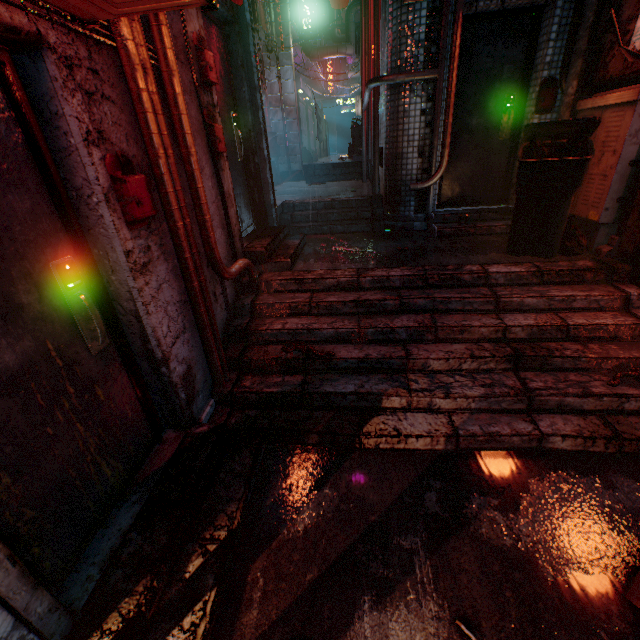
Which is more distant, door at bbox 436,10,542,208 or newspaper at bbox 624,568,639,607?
door at bbox 436,10,542,208

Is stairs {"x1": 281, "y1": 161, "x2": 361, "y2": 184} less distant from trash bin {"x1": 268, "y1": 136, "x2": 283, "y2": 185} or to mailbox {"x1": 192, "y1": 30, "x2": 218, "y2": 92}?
trash bin {"x1": 268, "y1": 136, "x2": 283, "y2": 185}

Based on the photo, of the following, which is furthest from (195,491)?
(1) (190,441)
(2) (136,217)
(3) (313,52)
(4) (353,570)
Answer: (3) (313,52)

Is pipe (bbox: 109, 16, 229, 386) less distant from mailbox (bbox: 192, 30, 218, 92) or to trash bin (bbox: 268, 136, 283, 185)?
mailbox (bbox: 192, 30, 218, 92)

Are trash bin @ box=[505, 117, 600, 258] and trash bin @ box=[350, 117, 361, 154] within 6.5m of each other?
no

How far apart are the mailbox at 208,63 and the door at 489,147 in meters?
2.9 m

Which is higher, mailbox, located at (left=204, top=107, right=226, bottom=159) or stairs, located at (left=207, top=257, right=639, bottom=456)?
mailbox, located at (left=204, top=107, right=226, bottom=159)

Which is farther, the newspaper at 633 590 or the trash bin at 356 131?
the trash bin at 356 131
